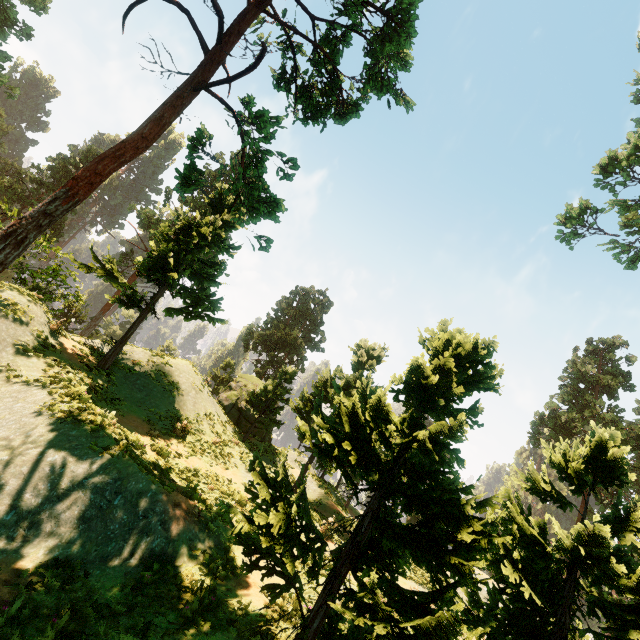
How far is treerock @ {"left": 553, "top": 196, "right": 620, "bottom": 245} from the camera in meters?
18.2

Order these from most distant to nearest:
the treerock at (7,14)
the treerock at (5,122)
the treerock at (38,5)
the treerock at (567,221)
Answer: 1. the treerock at (5,122)
2. the treerock at (38,5)
3. the treerock at (7,14)
4. the treerock at (567,221)

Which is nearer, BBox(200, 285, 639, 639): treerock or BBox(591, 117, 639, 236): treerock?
BBox(200, 285, 639, 639): treerock

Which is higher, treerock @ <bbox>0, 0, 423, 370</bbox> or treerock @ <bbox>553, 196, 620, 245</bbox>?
treerock @ <bbox>553, 196, 620, 245</bbox>

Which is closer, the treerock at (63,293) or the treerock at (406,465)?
the treerock at (406,465)

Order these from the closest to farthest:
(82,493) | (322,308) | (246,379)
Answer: (82,493) → (246,379) → (322,308)

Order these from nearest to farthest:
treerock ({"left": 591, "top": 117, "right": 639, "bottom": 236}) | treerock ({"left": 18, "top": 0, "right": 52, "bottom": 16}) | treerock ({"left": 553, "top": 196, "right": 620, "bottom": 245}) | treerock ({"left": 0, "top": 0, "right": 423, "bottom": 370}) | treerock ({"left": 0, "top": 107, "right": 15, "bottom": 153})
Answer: treerock ({"left": 0, "top": 0, "right": 423, "bottom": 370}) < treerock ({"left": 591, "top": 117, "right": 639, "bottom": 236}) < treerock ({"left": 553, "top": 196, "right": 620, "bottom": 245}) < treerock ({"left": 18, "top": 0, "right": 52, "bottom": 16}) < treerock ({"left": 0, "top": 107, "right": 15, "bottom": 153})
